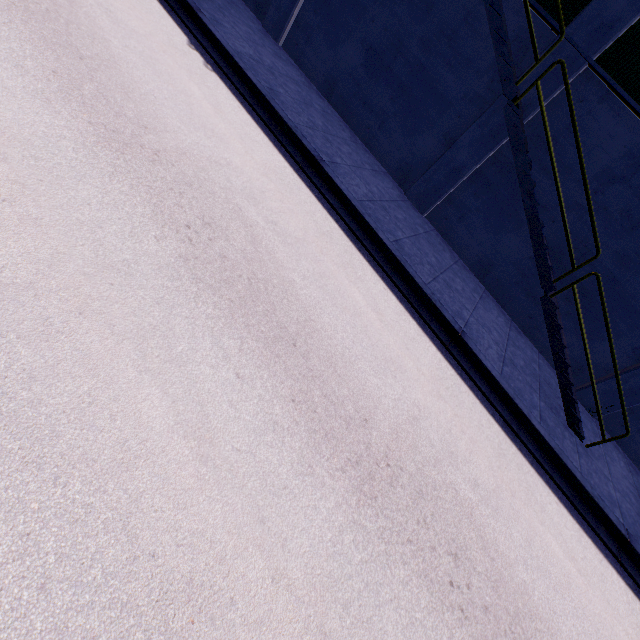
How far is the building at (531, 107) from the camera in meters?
8.3 m

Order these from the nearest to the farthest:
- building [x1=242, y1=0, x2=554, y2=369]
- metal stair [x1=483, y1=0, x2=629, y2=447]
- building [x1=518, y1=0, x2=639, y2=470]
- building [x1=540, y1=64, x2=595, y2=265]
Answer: metal stair [x1=483, y1=0, x2=629, y2=447]
building [x1=518, y1=0, x2=639, y2=470]
building [x1=540, y1=64, x2=595, y2=265]
building [x1=242, y1=0, x2=554, y2=369]

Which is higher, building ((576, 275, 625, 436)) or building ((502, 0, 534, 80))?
building ((502, 0, 534, 80))

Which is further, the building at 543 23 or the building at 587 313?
the building at 587 313

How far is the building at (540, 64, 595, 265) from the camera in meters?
8.0 m

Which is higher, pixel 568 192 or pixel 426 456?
pixel 568 192

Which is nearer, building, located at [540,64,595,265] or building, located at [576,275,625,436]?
building, located at [540,64,595,265]
